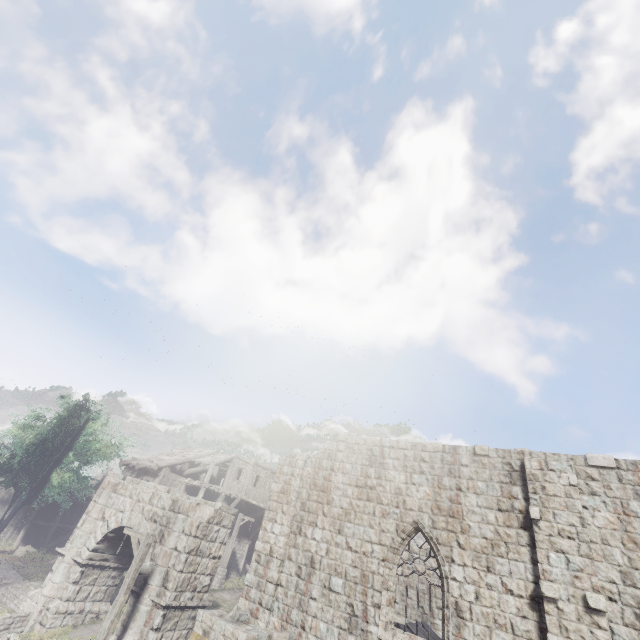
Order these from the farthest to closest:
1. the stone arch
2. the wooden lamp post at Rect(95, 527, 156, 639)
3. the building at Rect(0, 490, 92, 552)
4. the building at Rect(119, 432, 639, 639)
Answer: the building at Rect(0, 490, 92, 552), the stone arch, the wooden lamp post at Rect(95, 527, 156, 639), the building at Rect(119, 432, 639, 639)

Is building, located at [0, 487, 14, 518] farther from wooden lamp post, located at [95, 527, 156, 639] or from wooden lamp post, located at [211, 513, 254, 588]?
wooden lamp post, located at [95, 527, 156, 639]

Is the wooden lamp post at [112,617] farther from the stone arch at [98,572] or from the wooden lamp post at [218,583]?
the wooden lamp post at [218,583]

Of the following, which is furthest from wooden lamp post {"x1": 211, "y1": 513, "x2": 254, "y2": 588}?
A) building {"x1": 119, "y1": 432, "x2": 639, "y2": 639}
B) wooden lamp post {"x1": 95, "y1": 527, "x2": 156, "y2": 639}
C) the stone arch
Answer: wooden lamp post {"x1": 95, "y1": 527, "x2": 156, "y2": 639}

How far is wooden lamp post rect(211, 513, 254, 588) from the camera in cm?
2312

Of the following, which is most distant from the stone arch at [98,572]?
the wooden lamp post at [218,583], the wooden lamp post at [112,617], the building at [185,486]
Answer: the wooden lamp post at [218,583]

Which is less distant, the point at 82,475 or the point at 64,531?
the point at 82,475
